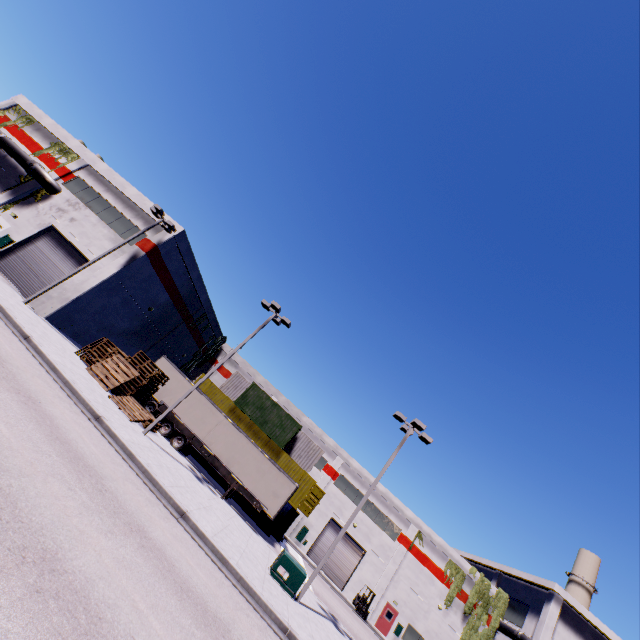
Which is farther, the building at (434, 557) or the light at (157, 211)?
the building at (434, 557)

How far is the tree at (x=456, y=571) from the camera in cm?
3388

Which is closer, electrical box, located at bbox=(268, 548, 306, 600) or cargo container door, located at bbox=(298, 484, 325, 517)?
electrical box, located at bbox=(268, 548, 306, 600)

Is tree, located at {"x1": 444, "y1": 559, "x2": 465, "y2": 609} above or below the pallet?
above

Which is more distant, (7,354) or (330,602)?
(330,602)

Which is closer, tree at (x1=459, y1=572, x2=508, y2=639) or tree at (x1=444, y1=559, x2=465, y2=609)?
tree at (x1=459, y1=572, x2=508, y2=639)

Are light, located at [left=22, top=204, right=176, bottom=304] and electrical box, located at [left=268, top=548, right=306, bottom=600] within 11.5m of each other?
no

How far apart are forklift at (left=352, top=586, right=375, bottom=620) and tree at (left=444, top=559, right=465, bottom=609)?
7.9m
